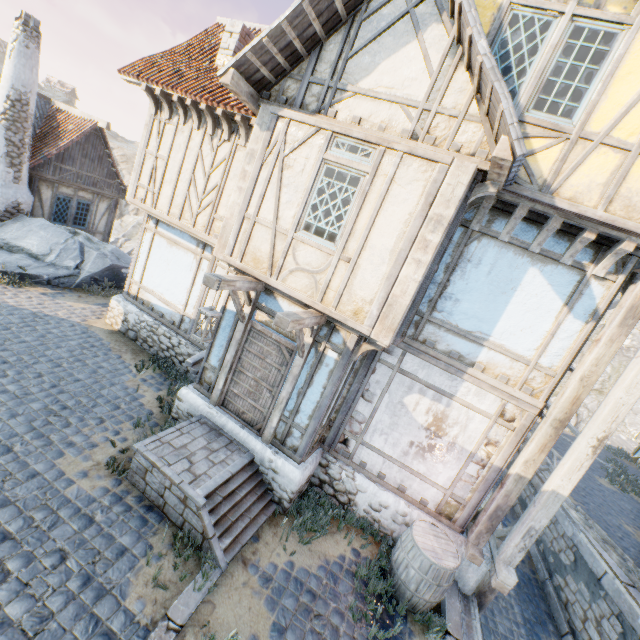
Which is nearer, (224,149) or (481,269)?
(481,269)

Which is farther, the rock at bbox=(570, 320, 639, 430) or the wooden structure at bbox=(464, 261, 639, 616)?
the rock at bbox=(570, 320, 639, 430)

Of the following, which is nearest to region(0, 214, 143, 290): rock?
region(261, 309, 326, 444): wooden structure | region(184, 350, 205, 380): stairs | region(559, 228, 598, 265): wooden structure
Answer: region(184, 350, 205, 380): stairs

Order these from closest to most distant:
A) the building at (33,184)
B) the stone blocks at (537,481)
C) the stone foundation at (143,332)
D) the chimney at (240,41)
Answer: the chimney at (240,41) < the stone foundation at (143,332) < the stone blocks at (537,481) < the building at (33,184)

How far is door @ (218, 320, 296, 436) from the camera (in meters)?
6.34

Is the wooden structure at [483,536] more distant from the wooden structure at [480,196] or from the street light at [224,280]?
the street light at [224,280]

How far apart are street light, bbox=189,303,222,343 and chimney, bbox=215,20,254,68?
5.98m

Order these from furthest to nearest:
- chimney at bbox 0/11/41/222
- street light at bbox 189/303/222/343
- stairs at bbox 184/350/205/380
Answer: chimney at bbox 0/11/41/222 → stairs at bbox 184/350/205/380 → street light at bbox 189/303/222/343
